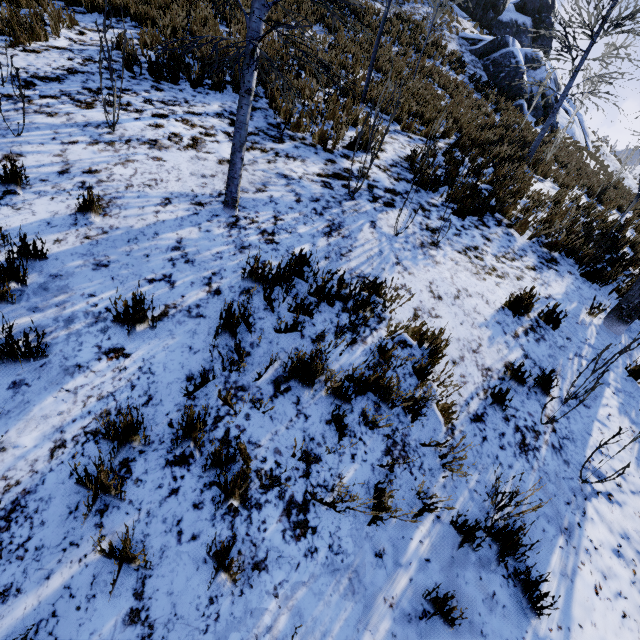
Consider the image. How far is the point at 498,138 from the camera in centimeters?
1034cm

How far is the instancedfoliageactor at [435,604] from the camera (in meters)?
2.28

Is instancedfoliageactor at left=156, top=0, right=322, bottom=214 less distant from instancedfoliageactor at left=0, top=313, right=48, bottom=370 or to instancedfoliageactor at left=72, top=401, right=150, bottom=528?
instancedfoliageactor at left=0, top=313, right=48, bottom=370

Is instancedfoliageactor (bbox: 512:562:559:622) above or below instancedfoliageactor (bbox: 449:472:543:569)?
below

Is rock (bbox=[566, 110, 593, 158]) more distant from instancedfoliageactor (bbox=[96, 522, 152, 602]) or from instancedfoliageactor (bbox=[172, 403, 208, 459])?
instancedfoliageactor (bbox=[96, 522, 152, 602])

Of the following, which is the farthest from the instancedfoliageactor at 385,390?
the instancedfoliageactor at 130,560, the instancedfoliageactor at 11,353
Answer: the instancedfoliageactor at 11,353

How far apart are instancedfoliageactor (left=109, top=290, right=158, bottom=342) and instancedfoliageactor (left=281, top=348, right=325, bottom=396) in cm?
130

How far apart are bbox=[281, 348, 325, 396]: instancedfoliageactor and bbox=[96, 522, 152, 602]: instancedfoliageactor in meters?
1.4
